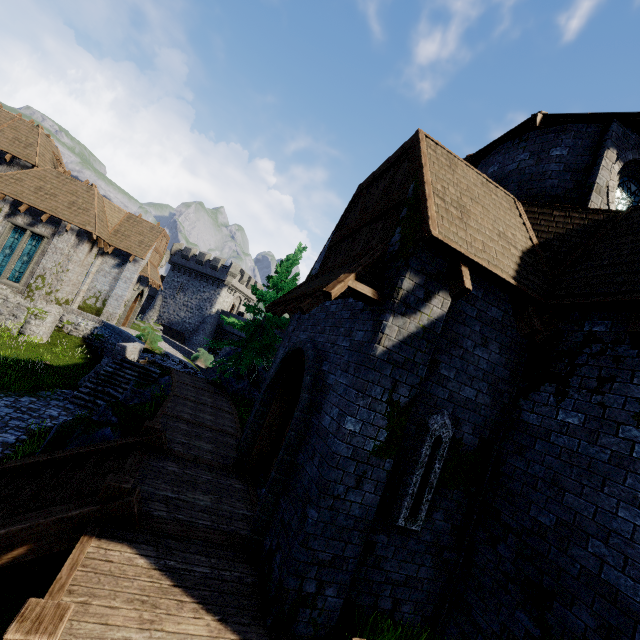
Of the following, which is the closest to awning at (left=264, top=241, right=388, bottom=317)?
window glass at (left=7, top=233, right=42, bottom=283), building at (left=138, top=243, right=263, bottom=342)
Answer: window glass at (left=7, top=233, right=42, bottom=283)

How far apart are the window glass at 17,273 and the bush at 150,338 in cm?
736

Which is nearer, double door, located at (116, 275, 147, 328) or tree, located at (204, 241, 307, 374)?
tree, located at (204, 241, 307, 374)

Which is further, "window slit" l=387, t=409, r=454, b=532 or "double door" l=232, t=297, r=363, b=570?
"double door" l=232, t=297, r=363, b=570

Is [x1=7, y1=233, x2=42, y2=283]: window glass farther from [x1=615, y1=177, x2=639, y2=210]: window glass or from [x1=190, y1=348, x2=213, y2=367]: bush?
[x1=615, y1=177, x2=639, y2=210]: window glass

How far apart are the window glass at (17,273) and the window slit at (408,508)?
26.20m

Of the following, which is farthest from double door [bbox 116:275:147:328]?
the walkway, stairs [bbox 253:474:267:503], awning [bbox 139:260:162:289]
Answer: the walkway

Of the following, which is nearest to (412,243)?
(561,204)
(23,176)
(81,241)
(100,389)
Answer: (561,204)
